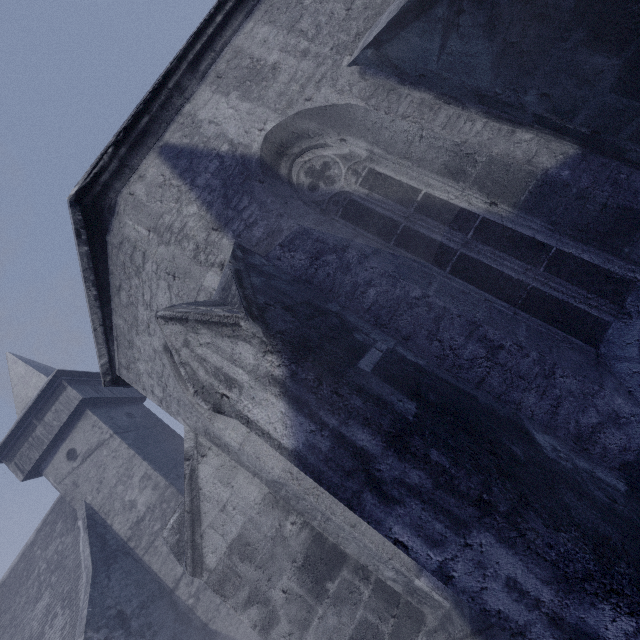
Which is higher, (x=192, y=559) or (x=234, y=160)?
(x=234, y=160)
